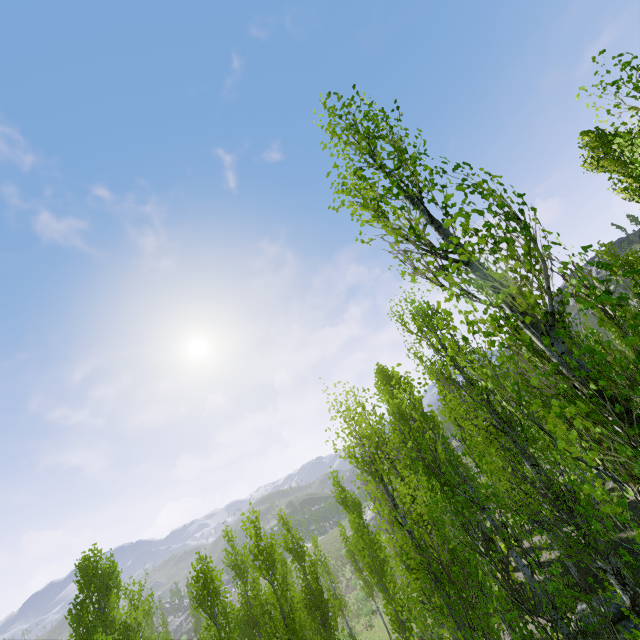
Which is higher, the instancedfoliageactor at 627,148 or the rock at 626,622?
the instancedfoliageactor at 627,148

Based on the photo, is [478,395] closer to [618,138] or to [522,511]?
[522,511]

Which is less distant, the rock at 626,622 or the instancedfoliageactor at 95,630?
the rock at 626,622

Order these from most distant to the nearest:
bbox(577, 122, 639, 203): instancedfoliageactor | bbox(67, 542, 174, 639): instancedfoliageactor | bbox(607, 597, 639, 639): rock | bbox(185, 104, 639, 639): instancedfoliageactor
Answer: bbox(67, 542, 174, 639): instancedfoliageactor < bbox(607, 597, 639, 639): rock < bbox(577, 122, 639, 203): instancedfoliageactor < bbox(185, 104, 639, 639): instancedfoliageactor

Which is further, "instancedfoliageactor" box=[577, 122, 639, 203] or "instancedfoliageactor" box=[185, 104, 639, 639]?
"instancedfoliageactor" box=[577, 122, 639, 203]

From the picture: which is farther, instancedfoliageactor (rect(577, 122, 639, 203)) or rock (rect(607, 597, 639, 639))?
rock (rect(607, 597, 639, 639))

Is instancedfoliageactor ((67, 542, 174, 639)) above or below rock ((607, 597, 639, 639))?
above
